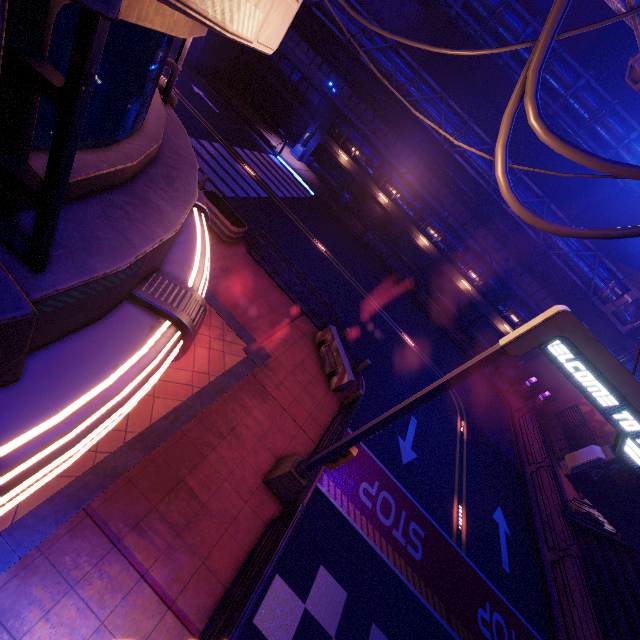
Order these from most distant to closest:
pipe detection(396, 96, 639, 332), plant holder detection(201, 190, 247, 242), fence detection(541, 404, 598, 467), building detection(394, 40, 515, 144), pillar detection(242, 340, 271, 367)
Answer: building detection(394, 40, 515, 144) < fence detection(541, 404, 598, 467) < pipe detection(396, 96, 639, 332) < plant holder detection(201, 190, 247, 242) < pillar detection(242, 340, 271, 367)

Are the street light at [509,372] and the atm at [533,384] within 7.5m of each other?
yes

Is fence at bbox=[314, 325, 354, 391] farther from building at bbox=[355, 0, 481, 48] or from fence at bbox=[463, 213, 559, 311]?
building at bbox=[355, 0, 481, 48]

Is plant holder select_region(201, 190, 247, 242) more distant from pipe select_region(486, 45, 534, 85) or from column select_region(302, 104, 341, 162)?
pipe select_region(486, 45, 534, 85)

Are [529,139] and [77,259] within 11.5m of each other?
no

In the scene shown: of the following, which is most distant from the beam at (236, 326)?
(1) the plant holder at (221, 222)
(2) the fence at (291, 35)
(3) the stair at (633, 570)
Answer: (2) the fence at (291, 35)

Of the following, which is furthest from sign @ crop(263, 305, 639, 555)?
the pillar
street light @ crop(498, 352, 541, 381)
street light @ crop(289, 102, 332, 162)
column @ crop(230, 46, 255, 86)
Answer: column @ crop(230, 46, 255, 86)

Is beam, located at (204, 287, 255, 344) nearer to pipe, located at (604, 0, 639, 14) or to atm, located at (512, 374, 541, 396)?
pipe, located at (604, 0, 639, 14)
